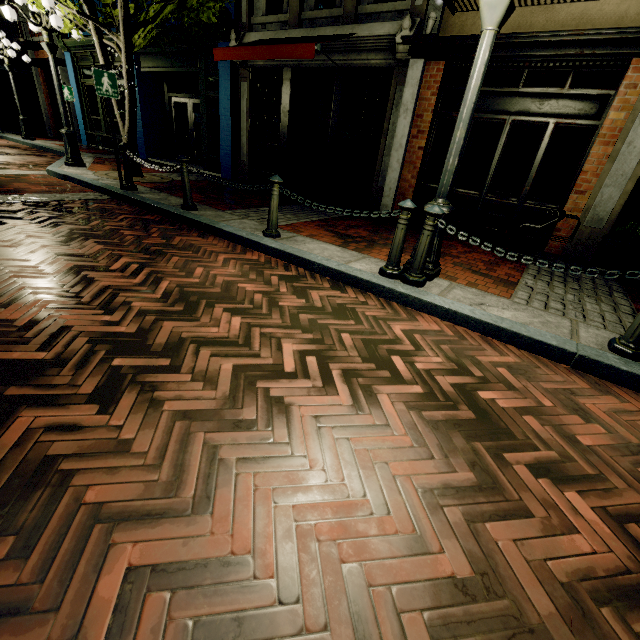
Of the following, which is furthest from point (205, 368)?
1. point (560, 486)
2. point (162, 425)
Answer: point (560, 486)

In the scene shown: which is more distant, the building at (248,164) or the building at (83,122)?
the building at (83,122)

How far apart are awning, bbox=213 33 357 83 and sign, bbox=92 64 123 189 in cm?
281

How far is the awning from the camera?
6.30m

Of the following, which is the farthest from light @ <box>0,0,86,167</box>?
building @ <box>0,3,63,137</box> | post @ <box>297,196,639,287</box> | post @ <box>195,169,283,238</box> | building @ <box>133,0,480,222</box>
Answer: building @ <box>0,3,63,137</box>

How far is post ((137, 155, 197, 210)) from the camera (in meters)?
5.37

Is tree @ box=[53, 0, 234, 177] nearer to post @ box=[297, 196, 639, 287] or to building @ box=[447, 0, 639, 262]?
building @ box=[447, 0, 639, 262]

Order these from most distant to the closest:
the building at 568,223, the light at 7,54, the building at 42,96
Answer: the building at 42,96
the light at 7,54
the building at 568,223
